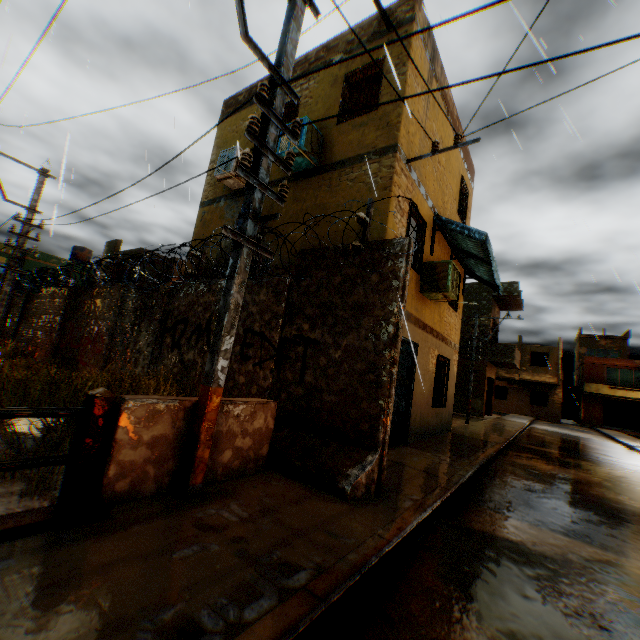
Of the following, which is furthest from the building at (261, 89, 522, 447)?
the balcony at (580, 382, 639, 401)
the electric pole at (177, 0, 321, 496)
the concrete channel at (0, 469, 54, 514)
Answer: the balcony at (580, 382, 639, 401)

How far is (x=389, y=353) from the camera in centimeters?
425cm

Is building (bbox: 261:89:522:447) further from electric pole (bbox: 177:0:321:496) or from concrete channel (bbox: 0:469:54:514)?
electric pole (bbox: 177:0:321:496)

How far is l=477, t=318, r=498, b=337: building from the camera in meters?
23.1 m

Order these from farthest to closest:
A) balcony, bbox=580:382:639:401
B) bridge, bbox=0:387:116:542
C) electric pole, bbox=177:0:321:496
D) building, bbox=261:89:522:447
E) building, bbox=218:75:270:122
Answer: balcony, bbox=580:382:639:401 < building, bbox=218:75:270:122 < building, bbox=261:89:522:447 < electric pole, bbox=177:0:321:496 < bridge, bbox=0:387:116:542

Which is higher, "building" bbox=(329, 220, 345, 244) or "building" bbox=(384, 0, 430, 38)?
"building" bbox=(384, 0, 430, 38)

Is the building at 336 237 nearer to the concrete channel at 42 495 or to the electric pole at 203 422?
the concrete channel at 42 495

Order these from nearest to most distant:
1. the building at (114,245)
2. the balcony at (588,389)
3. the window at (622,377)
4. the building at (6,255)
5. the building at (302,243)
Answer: the building at (302,243), the building at (114,245), the building at (6,255), the balcony at (588,389), the window at (622,377)
